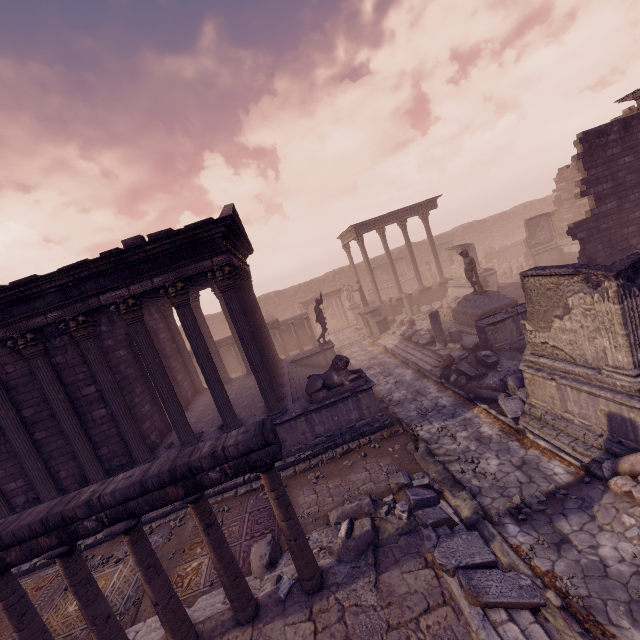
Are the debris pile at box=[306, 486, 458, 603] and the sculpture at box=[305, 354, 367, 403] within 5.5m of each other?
yes

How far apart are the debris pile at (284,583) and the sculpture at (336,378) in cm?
309

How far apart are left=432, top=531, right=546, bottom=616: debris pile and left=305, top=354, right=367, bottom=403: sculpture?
3.09m

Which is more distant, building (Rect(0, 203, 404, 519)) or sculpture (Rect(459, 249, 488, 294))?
sculpture (Rect(459, 249, 488, 294))

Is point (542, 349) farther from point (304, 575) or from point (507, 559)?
point (304, 575)

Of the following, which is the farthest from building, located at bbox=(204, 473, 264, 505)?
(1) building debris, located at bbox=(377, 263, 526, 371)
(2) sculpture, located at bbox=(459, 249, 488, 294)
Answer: (2) sculpture, located at bbox=(459, 249, 488, 294)

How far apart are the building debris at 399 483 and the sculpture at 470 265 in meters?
10.3

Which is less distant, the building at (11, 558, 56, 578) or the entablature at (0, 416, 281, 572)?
the entablature at (0, 416, 281, 572)
